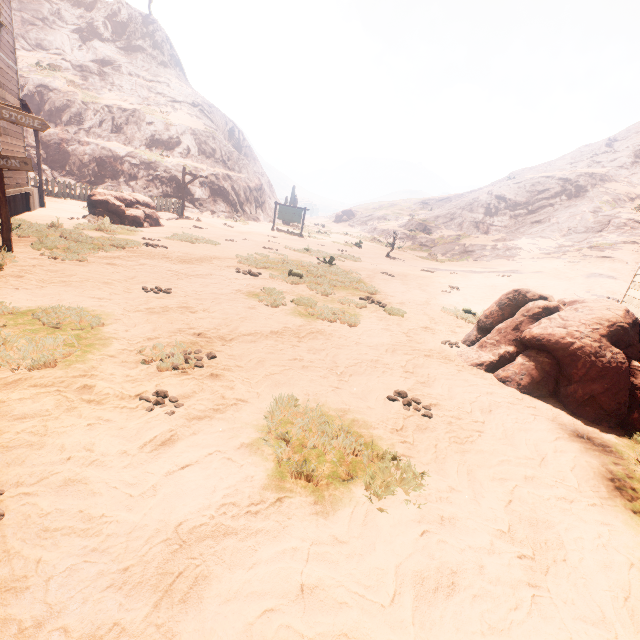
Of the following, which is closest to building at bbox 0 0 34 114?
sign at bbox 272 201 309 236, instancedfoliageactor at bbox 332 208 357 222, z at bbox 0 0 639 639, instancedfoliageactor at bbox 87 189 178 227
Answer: z at bbox 0 0 639 639

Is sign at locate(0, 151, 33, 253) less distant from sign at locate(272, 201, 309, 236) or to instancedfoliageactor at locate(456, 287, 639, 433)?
instancedfoliageactor at locate(456, 287, 639, 433)

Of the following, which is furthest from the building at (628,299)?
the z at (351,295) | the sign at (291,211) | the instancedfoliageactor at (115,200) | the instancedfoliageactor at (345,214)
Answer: the instancedfoliageactor at (345,214)

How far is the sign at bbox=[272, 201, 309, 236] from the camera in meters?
25.4

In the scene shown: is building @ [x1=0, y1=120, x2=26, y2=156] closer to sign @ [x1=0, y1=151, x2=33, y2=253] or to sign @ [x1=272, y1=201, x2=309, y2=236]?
sign @ [x1=0, y1=151, x2=33, y2=253]

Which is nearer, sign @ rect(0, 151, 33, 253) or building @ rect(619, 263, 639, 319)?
sign @ rect(0, 151, 33, 253)

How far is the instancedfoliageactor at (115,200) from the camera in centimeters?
1377cm

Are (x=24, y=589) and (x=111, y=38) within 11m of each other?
no
